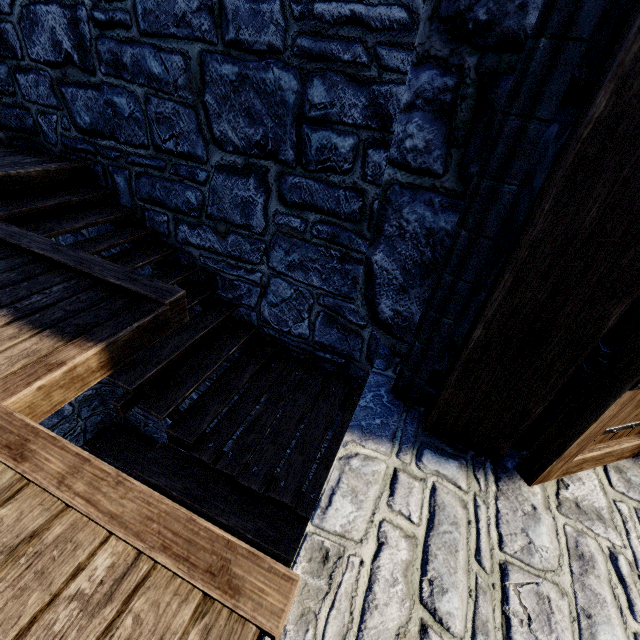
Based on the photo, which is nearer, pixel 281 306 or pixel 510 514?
pixel 510 514
